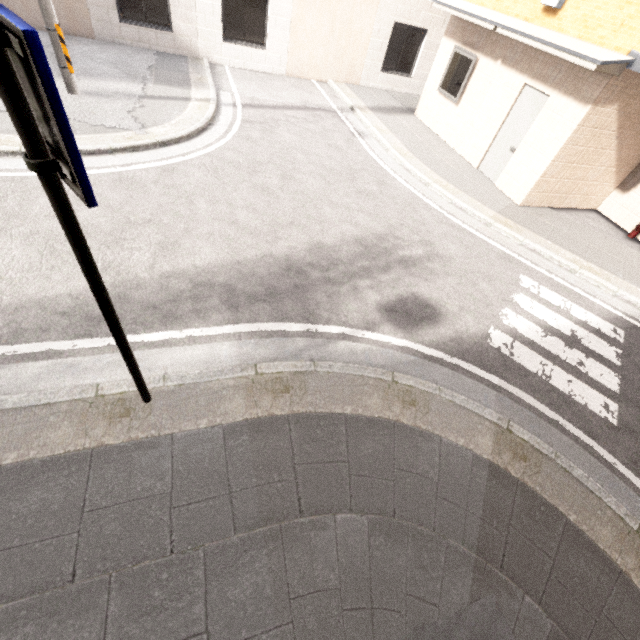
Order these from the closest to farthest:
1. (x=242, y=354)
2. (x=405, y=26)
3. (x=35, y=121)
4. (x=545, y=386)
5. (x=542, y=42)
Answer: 1. (x=35, y=121)
2. (x=242, y=354)
3. (x=545, y=386)
4. (x=542, y=42)
5. (x=405, y=26)

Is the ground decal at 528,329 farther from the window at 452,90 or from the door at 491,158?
the window at 452,90

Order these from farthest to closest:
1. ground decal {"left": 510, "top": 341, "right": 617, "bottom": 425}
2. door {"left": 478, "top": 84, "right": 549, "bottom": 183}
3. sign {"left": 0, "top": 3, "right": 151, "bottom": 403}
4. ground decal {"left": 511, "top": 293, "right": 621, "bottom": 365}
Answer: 1. door {"left": 478, "top": 84, "right": 549, "bottom": 183}
2. ground decal {"left": 511, "top": 293, "right": 621, "bottom": 365}
3. ground decal {"left": 510, "top": 341, "right": 617, "bottom": 425}
4. sign {"left": 0, "top": 3, "right": 151, "bottom": 403}

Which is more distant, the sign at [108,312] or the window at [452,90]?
the window at [452,90]

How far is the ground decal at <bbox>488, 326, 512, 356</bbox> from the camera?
4.79m

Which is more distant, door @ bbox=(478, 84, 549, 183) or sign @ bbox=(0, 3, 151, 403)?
door @ bbox=(478, 84, 549, 183)

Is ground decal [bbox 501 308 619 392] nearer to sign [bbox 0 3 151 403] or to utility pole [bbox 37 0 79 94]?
sign [bbox 0 3 151 403]

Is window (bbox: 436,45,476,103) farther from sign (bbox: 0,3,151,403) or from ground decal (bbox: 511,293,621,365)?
sign (bbox: 0,3,151,403)
